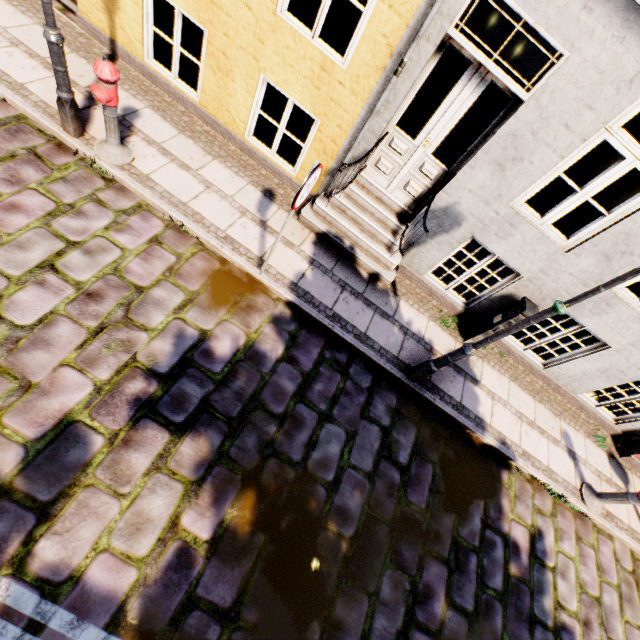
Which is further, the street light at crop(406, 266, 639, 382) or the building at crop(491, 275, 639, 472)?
the building at crop(491, 275, 639, 472)

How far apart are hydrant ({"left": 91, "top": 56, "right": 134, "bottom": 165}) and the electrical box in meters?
6.2 m

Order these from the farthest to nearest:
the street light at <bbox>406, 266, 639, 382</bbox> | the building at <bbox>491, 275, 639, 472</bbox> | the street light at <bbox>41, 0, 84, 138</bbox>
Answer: the building at <bbox>491, 275, 639, 472</bbox> → the street light at <bbox>41, 0, 84, 138</bbox> → the street light at <bbox>406, 266, 639, 382</bbox>

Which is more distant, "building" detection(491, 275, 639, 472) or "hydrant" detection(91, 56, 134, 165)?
"building" detection(491, 275, 639, 472)

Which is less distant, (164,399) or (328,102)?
(164,399)

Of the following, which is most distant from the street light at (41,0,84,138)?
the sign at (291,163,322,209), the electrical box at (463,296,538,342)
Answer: the electrical box at (463,296,538,342)

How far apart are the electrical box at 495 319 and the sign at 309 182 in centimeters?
379cm

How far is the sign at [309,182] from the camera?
3.1m
